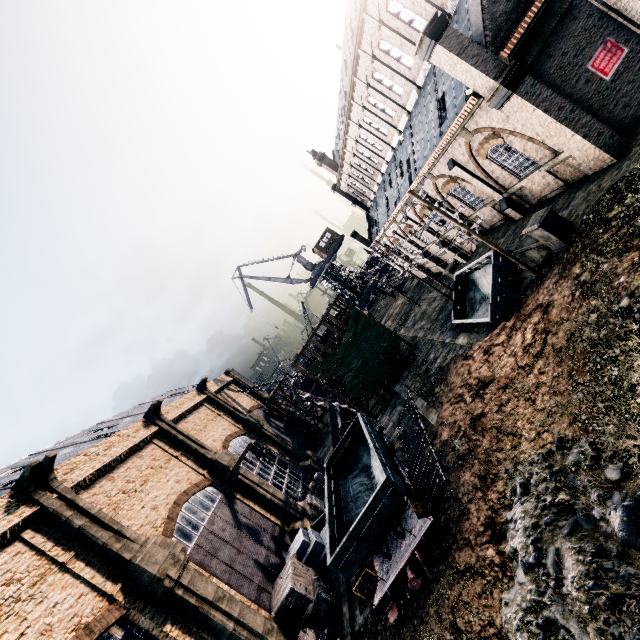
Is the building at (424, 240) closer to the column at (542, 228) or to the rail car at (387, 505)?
the column at (542, 228)

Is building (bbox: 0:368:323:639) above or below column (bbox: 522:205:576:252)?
above

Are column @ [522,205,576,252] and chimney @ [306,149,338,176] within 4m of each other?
no

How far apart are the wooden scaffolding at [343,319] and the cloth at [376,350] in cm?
0

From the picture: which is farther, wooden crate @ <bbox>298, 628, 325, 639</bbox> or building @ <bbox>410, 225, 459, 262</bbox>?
building @ <bbox>410, 225, 459, 262</bbox>

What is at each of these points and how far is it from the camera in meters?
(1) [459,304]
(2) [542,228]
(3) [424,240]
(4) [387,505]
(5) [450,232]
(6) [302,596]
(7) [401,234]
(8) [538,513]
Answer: (1) rail car container, 25.6 m
(2) column, 15.4 m
(3) building, 38.5 m
(4) rail car, 15.2 m
(5) building, 31.8 m
(6) wooden chest, 18.4 m
(7) building, 40.1 m
(8) stone debris, 10.8 m

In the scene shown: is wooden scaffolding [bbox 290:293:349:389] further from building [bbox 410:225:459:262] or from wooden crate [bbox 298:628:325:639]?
wooden crate [bbox 298:628:325:639]
